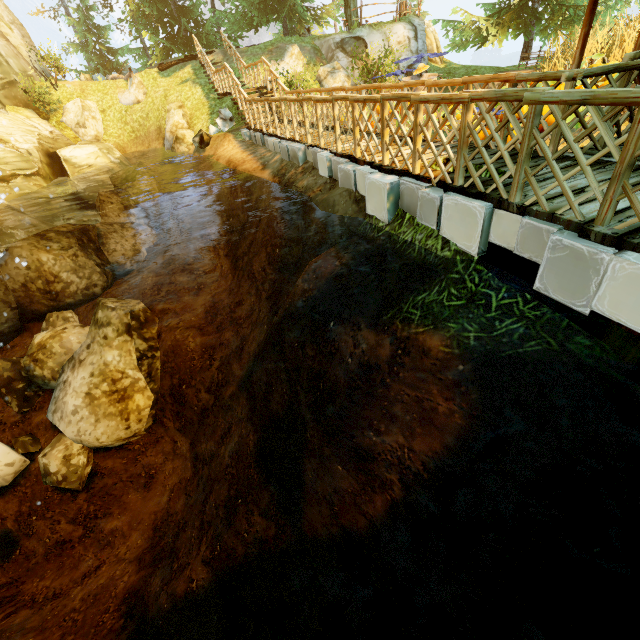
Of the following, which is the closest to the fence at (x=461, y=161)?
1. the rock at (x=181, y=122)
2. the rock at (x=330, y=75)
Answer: the rock at (x=181, y=122)

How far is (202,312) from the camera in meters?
9.8 m

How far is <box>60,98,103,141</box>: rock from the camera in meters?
17.2

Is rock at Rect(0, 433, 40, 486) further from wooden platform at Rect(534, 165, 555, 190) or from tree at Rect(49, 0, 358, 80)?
tree at Rect(49, 0, 358, 80)

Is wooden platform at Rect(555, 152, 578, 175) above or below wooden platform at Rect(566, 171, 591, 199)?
above

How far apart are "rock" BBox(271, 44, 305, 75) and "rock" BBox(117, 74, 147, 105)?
7.4 meters

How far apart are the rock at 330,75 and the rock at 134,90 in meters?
9.6 m
